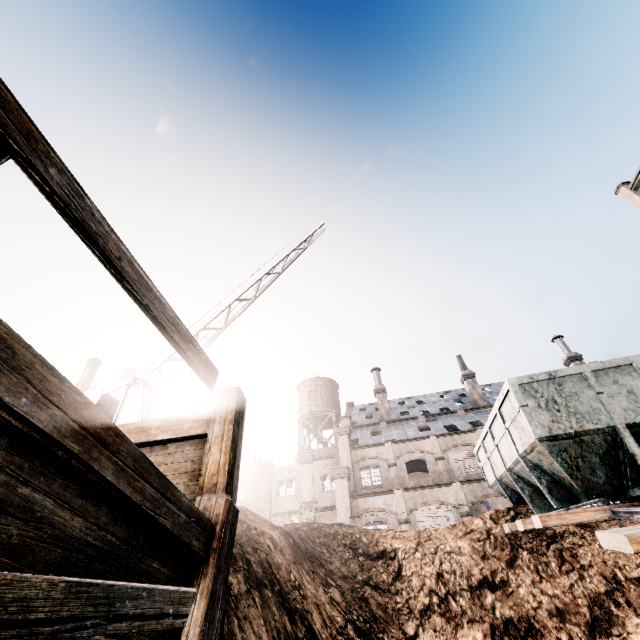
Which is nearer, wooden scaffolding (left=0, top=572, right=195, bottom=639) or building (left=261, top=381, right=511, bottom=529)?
wooden scaffolding (left=0, top=572, right=195, bottom=639)

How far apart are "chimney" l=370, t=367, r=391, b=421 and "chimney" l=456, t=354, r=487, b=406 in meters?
9.5

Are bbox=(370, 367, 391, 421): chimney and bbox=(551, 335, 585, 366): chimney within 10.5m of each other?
no

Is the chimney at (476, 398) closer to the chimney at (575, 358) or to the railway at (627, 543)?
the chimney at (575, 358)

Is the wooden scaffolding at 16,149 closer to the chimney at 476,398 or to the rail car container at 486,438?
the rail car container at 486,438

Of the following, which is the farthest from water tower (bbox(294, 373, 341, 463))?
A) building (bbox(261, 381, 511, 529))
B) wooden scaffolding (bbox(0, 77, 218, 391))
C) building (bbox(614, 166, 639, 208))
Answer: wooden scaffolding (bbox(0, 77, 218, 391))

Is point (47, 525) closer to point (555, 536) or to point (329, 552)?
point (329, 552)

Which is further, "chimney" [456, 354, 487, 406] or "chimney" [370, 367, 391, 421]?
"chimney" [370, 367, 391, 421]
